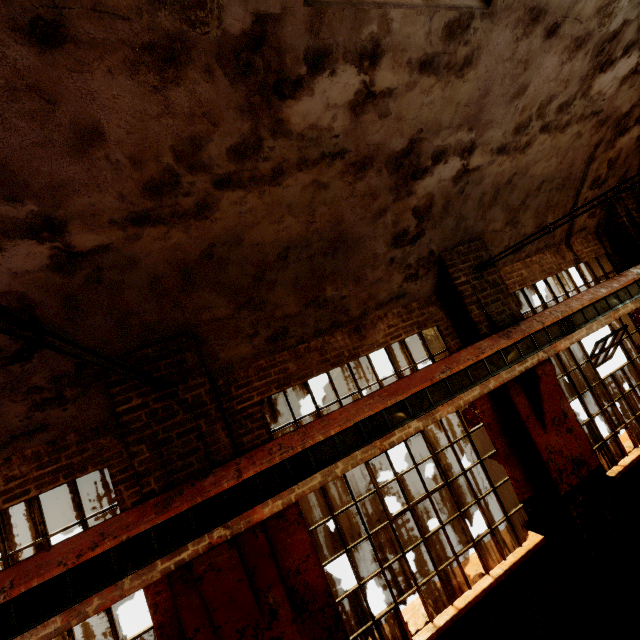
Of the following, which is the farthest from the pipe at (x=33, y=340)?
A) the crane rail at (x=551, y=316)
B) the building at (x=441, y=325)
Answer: the crane rail at (x=551, y=316)

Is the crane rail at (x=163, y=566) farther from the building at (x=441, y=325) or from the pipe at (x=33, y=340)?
the pipe at (x=33, y=340)

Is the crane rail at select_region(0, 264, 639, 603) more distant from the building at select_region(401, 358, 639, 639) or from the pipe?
the pipe

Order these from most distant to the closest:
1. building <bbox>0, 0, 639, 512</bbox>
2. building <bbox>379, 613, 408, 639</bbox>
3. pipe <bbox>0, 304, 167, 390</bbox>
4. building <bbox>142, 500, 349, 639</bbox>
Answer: building <bbox>379, 613, 408, 639</bbox>, building <bbox>142, 500, 349, 639</bbox>, building <bbox>0, 0, 639, 512</bbox>, pipe <bbox>0, 304, 167, 390</bbox>

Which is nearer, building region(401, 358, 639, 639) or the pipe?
the pipe

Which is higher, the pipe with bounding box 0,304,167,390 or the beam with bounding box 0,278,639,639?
the pipe with bounding box 0,304,167,390

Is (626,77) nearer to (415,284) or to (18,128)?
(415,284)
